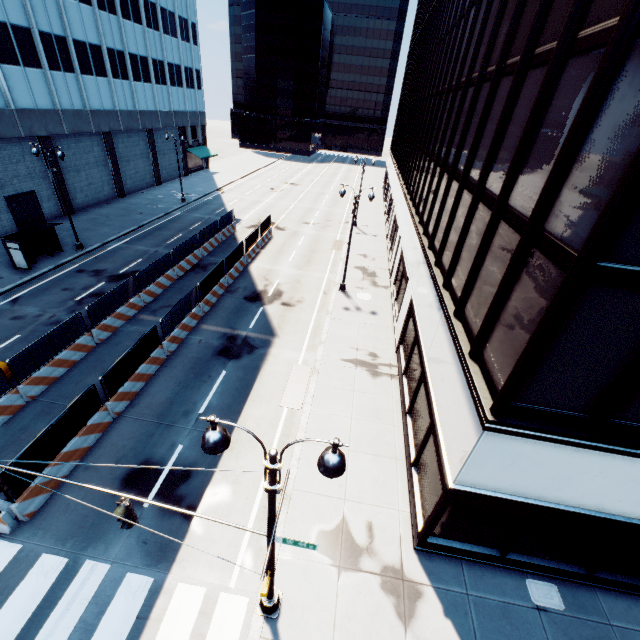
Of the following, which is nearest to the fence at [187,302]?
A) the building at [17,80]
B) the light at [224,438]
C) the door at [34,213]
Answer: the light at [224,438]

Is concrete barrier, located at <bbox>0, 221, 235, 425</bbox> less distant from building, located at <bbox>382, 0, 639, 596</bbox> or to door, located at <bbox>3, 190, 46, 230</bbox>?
building, located at <bbox>382, 0, 639, 596</bbox>

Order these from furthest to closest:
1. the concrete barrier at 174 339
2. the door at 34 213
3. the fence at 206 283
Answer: the door at 34 213
the fence at 206 283
the concrete barrier at 174 339

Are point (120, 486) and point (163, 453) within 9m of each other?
yes

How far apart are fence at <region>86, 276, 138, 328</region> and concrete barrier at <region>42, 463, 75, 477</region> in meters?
0.0 m

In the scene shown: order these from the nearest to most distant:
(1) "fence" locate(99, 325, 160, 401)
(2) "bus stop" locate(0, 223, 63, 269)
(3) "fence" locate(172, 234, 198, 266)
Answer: (1) "fence" locate(99, 325, 160, 401)
(2) "bus stop" locate(0, 223, 63, 269)
(3) "fence" locate(172, 234, 198, 266)

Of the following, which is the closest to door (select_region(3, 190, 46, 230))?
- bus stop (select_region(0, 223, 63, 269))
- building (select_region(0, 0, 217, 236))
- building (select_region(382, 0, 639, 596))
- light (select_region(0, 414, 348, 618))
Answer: building (select_region(0, 0, 217, 236))
